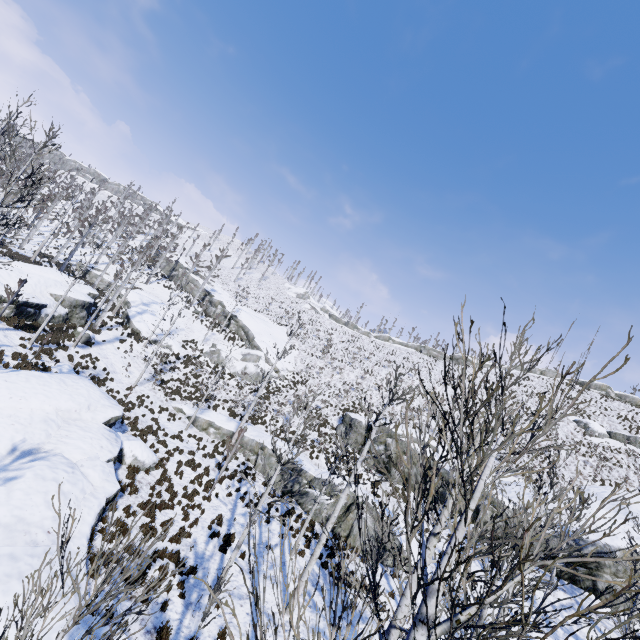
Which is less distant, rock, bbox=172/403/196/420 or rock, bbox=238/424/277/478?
rock, bbox=238/424/277/478

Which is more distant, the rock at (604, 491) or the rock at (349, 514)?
the rock at (604, 491)

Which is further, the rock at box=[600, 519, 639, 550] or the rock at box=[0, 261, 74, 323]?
the rock at box=[0, 261, 74, 323]

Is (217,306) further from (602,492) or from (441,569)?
(441,569)

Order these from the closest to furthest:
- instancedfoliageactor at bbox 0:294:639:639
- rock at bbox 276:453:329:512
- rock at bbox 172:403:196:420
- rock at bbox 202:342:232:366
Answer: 1. instancedfoliageactor at bbox 0:294:639:639
2. rock at bbox 276:453:329:512
3. rock at bbox 172:403:196:420
4. rock at bbox 202:342:232:366

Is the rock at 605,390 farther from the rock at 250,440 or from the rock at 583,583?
the rock at 250,440

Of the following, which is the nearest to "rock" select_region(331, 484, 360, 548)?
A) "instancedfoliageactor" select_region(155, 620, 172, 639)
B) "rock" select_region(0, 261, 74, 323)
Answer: "instancedfoliageactor" select_region(155, 620, 172, 639)

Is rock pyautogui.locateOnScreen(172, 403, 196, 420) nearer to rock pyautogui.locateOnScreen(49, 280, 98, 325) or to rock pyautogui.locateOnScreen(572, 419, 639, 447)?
rock pyautogui.locateOnScreen(49, 280, 98, 325)
